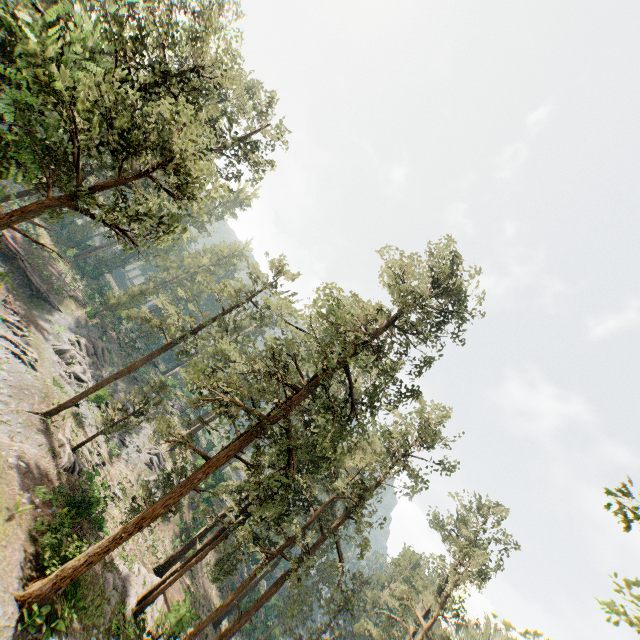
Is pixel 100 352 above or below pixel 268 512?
below

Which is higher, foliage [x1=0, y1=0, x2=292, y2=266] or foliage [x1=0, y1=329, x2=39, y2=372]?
foliage [x1=0, y1=0, x2=292, y2=266]

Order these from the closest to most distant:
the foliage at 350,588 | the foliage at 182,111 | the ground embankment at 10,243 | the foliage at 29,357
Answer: the foliage at 182,111 < the foliage at 350,588 < the foliage at 29,357 < the ground embankment at 10,243

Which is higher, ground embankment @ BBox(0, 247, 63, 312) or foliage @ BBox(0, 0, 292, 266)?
foliage @ BBox(0, 0, 292, 266)

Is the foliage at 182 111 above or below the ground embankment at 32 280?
above

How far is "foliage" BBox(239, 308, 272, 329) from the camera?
30.28m

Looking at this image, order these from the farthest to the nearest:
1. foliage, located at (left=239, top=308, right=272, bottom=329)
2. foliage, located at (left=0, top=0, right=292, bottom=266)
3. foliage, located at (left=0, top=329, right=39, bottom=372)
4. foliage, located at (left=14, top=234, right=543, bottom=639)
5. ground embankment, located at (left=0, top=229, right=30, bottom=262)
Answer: ground embankment, located at (left=0, top=229, right=30, bottom=262) < foliage, located at (left=239, top=308, right=272, bottom=329) < foliage, located at (left=0, top=329, right=39, bottom=372) < foliage, located at (left=14, top=234, right=543, bottom=639) < foliage, located at (left=0, top=0, right=292, bottom=266)

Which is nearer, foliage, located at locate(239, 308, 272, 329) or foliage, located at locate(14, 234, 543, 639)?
foliage, located at locate(14, 234, 543, 639)
